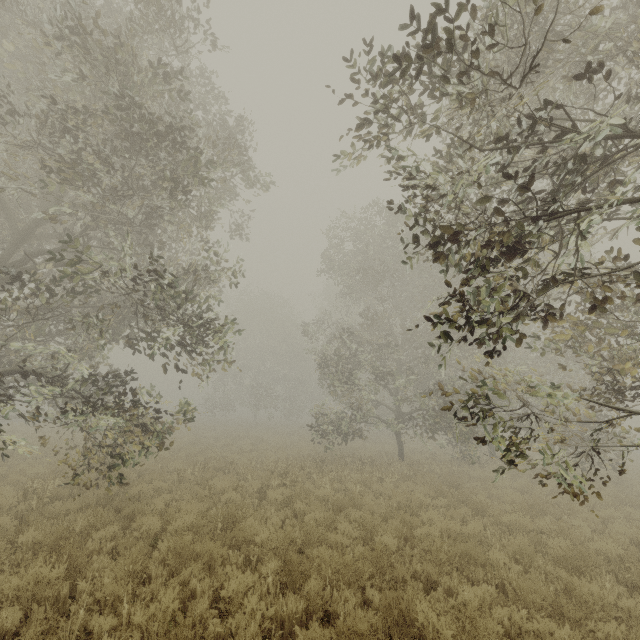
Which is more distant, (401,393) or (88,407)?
(401,393)
